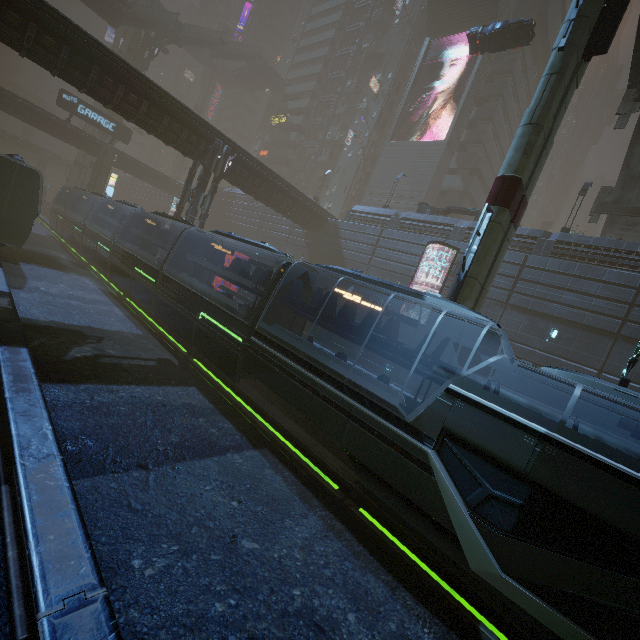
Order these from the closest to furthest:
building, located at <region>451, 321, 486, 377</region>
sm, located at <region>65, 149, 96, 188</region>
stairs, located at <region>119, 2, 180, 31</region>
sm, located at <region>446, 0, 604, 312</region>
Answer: sm, located at <region>446, 0, 604, 312</region> < building, located at <region>451, 321, 486, 377</region> < stairs, located at <region>119, 2, 180, 31</region> < sm, located at <region>65, 149, 96, 188</region>

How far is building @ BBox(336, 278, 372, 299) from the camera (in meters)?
29.20

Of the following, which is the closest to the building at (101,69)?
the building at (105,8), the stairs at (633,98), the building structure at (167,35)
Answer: the stairs at (633,98)

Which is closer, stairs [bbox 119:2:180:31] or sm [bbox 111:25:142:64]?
stairs [bbox 119:2:180:31]

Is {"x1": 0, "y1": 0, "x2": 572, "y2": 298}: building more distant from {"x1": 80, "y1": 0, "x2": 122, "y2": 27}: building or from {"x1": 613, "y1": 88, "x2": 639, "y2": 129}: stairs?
{"x1": 80, "y1": 0, "x2": 122, "y2": 27}: building

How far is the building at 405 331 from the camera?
25.9m

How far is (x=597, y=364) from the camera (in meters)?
18.80

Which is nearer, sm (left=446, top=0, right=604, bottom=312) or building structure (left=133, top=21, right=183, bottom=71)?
sm (left=446, top=0, right=604, bottom=312)
